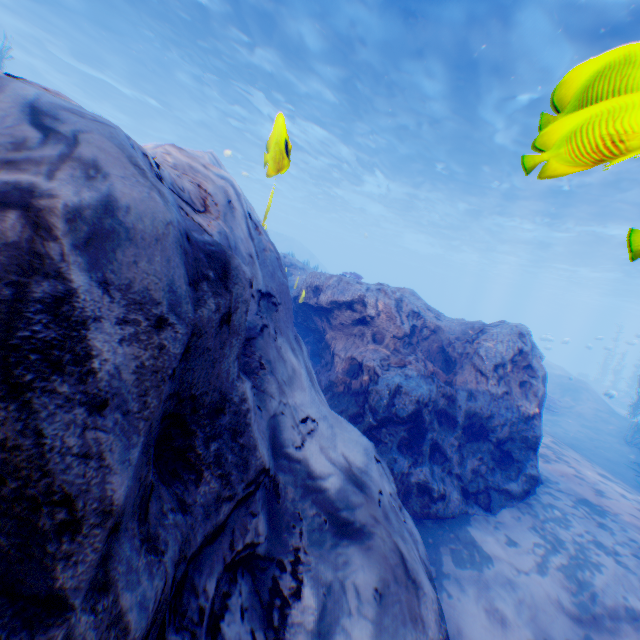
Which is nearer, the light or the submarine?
the light

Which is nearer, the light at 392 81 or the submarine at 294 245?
the light at 392 81

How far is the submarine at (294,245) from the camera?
16.8m

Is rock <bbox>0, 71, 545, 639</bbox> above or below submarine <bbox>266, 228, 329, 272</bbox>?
below

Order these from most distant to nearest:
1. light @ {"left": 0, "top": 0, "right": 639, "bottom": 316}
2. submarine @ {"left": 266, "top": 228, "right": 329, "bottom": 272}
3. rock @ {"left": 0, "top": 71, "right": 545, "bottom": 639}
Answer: submarine @ {"left": 266, "top": 228, "right": 329, "bottom": 272}, light @ {"left": 0, "top": 0, "right": 639, "bottom": 316}, rock @ {"left": 0, "top": 71, "right": 545, "bottom": 639}

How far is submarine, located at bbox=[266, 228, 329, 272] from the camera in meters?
16.8 m

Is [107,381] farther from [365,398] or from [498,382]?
[498,382]

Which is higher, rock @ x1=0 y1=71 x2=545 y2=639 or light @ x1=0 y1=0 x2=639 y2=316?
light @ x1=0 y1=0 x2=639 y2=316
